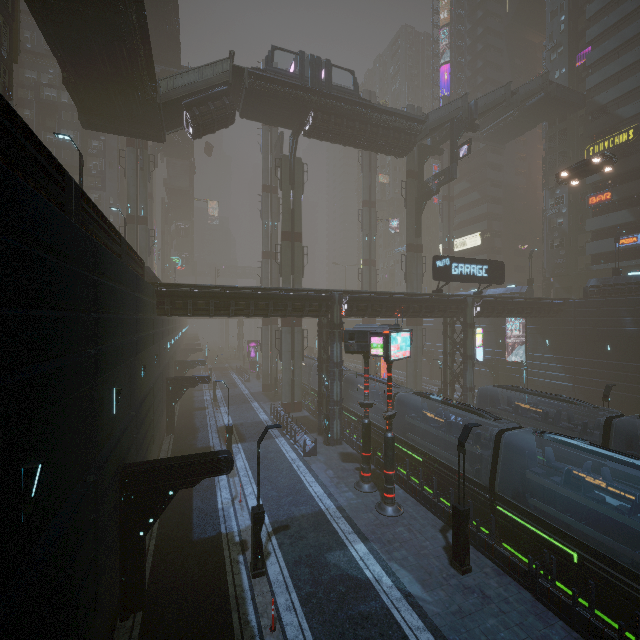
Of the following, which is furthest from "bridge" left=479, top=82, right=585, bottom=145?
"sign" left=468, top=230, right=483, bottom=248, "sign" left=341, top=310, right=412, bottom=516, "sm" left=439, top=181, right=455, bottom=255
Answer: "sign" left=341, top=310, right=412, bottom=516

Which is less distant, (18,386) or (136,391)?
(18,386)

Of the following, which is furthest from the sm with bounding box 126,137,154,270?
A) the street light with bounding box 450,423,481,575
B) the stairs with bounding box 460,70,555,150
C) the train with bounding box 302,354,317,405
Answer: the street light with bounding box 450,423,481,575

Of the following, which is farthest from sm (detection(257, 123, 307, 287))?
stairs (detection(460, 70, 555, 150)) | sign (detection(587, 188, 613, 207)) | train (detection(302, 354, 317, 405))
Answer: sign (detection(587, 188, 613, 207))

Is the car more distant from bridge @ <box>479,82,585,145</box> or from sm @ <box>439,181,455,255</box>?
bridge @ <box>479,82,585,145</box>

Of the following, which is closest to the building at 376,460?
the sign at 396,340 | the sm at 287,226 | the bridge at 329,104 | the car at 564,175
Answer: the bridge at 329,104

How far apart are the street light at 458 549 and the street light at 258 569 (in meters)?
7.07

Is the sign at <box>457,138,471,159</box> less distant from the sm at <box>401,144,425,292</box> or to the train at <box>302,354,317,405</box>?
the sm at <box>401,144,425,292</box>
